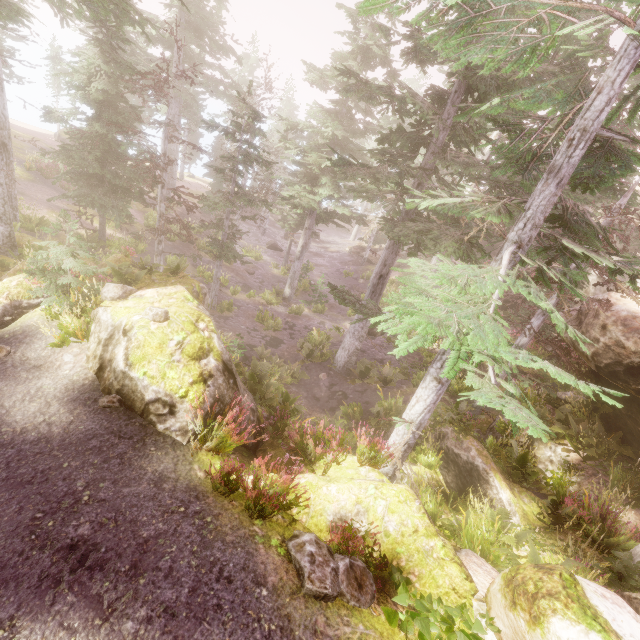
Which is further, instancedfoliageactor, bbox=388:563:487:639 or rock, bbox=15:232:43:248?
rock, bbox=15:232:43:248

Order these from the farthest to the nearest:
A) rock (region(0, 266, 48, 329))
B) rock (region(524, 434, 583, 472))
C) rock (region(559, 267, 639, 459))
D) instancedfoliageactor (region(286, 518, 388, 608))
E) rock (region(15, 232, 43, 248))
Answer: rock (region(15, 232, 43, 248)) < rock (region(524, 434, 583, 472)) < rock (region(559, 267, 639, 459)) < rock (region(0, 266, 48, 329)) < instancedfoliageactor (region(286, 518, 388, 608))

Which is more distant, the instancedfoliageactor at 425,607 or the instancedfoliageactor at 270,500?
the instancedfoliageactor at 270,500

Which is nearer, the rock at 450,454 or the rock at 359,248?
the rock at 450,454

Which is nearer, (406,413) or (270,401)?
(406,413)

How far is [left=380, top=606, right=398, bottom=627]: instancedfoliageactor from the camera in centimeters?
377cm

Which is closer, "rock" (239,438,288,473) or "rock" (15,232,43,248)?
"rock" (239,438,288,473)

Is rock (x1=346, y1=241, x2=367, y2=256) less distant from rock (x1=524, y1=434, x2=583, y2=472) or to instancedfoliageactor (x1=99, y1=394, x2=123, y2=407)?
instancedfoliageactor (x1=99, y1=394, x2=123, y2=407)
